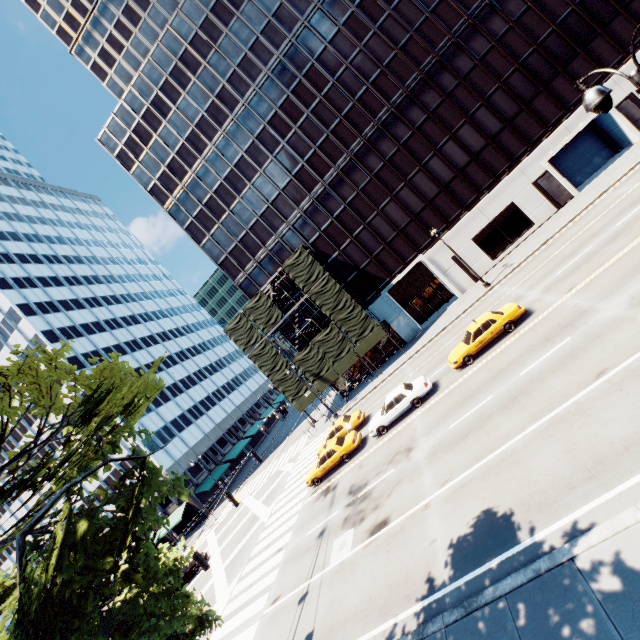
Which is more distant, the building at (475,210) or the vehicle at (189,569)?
the building at (475,210)

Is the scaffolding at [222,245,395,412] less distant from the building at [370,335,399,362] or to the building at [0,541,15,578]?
the building at [370,335,399,362]

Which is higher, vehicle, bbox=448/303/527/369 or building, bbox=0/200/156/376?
building, bbox=0/200/156/376

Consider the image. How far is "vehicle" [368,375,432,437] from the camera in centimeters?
2000cm

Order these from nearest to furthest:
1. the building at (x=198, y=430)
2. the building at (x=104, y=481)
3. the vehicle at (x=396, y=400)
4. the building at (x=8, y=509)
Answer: the vehicle at (x=396, y=400), the building at (x=198, y=430), the building at (x=104, y=481), the building at (x=8, y=509)

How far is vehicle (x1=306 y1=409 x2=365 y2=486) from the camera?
21.9m

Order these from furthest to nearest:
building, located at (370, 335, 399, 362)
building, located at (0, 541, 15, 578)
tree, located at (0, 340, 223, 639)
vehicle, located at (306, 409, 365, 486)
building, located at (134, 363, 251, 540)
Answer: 1. building, located at (0, 541, 15, 578)
2. building, located at (134, 363, 251, 540)
3. building, located at (370, 335, 399, 362)
4. vehicle, located at (306, 409, 365, 486)
5. tree, located at (0, 340, 223, 639)

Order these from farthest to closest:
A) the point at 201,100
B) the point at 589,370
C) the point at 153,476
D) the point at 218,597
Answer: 1. the point at 201,100
2. the point at 218,597
3. the point at 589,370
4. the point at 153,476
